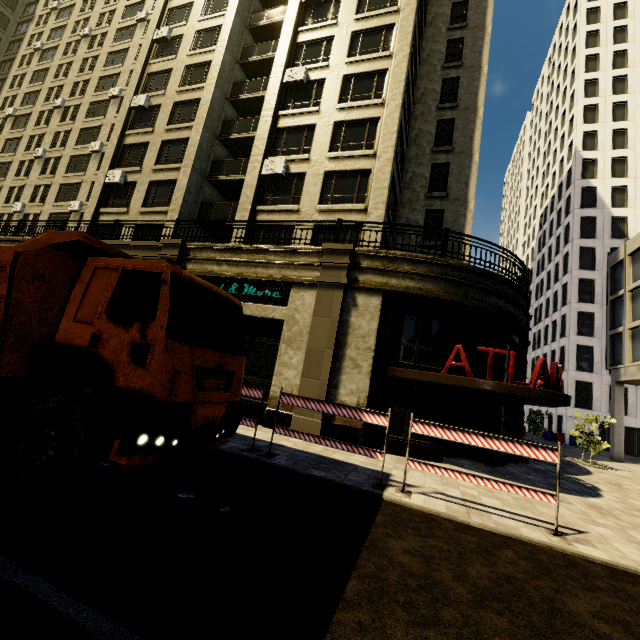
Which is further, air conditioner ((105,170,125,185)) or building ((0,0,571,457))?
air conditioner ((105,170,125,185))

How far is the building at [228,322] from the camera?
13.2m

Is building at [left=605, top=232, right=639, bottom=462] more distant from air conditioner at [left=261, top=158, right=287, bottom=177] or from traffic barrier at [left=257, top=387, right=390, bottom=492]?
traffic barrier at [left=257, top=387, right=390, bottom=492]

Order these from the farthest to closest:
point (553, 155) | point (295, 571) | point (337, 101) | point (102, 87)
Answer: point (553, 155) < point (102, 87) < point (337, 101) < point (295, 571)

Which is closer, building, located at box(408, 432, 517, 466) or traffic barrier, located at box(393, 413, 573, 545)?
traffic barrier, located at box(393, 413, 573, 545)

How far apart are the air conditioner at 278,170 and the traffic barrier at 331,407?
13.1 meters

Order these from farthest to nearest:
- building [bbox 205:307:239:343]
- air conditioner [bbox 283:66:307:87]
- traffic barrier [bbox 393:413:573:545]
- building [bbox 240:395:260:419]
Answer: air conditioner [bbox 283:66:307:87]
building [bbox 205:307:239:343]
building [bbox 240:395:260:419]
traffic barrier [bbox 393:413:573:545]

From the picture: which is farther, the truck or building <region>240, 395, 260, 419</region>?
building <region>240, 395, 260, 419</region>
